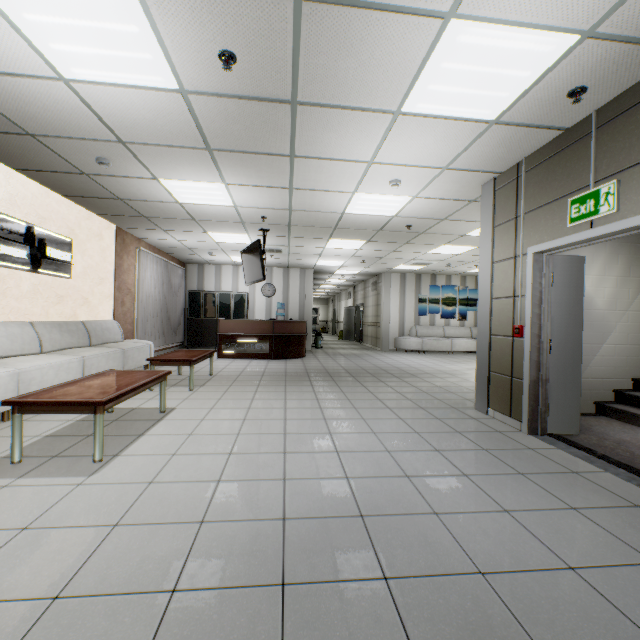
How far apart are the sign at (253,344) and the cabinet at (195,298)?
2.78m

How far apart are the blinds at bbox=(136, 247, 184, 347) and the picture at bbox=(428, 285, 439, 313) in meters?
9.3

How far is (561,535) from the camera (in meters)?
1.94

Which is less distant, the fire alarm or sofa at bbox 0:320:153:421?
the fire alarm

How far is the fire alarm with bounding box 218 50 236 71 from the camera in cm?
244

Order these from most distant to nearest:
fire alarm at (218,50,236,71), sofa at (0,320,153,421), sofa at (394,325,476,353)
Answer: sofa at (394,325,476,353) < sofa at (0,320,153,421) < fire alarm at (218,50,236,71)

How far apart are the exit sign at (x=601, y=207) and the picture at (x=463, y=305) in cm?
1040

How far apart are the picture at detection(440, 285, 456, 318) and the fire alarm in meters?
12.0 m
